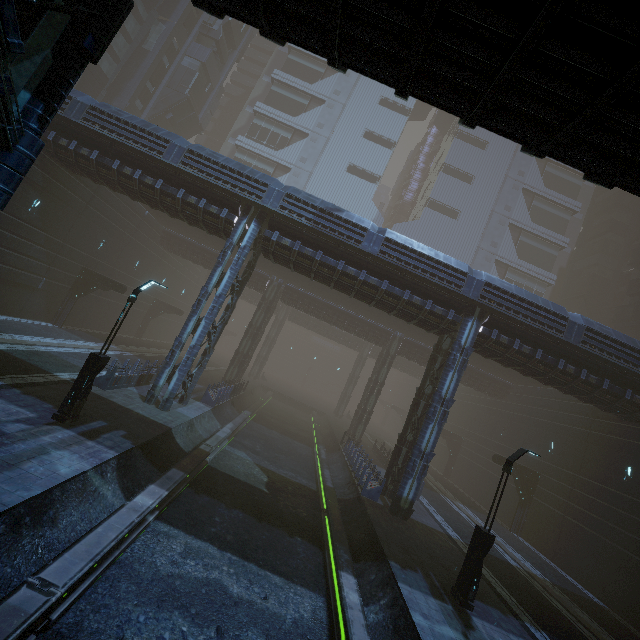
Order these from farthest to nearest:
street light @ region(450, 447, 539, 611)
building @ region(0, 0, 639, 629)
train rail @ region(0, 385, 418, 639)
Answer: street light @ region(450, 447, 539, 611) < train rail @ region(0, 385, 418, 639) < building @ region(0, 0, 639, 629)

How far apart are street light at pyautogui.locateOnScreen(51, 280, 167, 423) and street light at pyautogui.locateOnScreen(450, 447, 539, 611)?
14.35m

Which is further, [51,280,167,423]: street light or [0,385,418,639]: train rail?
[51,280,167,423]: street light

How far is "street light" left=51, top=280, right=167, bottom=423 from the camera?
10.83m

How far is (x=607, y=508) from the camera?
19.3 meters

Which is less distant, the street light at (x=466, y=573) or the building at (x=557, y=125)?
the building at (x=557, y=125)

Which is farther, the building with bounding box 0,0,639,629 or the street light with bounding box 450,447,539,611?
the street light with bounding box 450,447,539,611

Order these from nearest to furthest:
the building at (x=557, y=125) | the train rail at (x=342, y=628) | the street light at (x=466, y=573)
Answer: the building at (x=557, y=125), the train rail at (x=342, y=628), the street light at (x=466, y=573)
